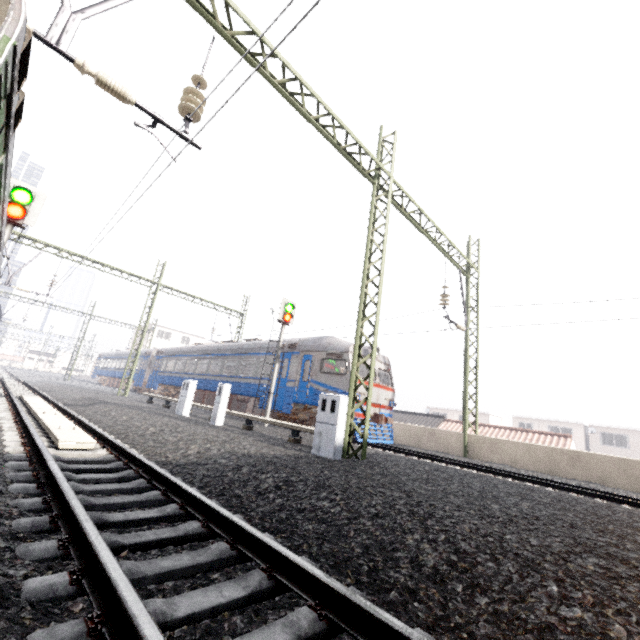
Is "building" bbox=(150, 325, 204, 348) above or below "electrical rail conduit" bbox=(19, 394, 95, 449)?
above

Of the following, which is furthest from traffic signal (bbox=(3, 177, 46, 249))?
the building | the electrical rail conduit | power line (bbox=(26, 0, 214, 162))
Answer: the building

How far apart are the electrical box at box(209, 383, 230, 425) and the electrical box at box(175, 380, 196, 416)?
2.38m

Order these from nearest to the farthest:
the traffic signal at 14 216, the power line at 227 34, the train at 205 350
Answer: the power line at 227 34 → the traffic signal at 14 216 → the train at 205 350

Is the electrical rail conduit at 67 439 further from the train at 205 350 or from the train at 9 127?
the train at 205 350

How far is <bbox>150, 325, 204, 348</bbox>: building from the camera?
53.0m

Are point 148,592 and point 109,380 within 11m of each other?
no

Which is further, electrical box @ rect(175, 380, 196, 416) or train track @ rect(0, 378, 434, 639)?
electrical box @ rect(175, 380, 196, 416)
